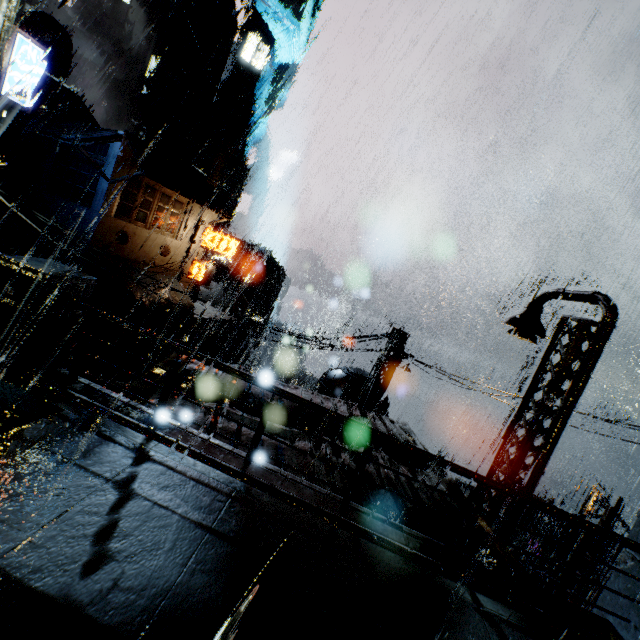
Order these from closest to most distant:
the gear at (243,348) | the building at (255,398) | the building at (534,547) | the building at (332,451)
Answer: the building at (332,451) → the building at (255,398) → the building at (534,547) → the gear at (243,348)

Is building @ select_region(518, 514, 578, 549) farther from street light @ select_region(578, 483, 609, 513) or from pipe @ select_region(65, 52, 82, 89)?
pipe @ select_region(65, 52, 82, 89)

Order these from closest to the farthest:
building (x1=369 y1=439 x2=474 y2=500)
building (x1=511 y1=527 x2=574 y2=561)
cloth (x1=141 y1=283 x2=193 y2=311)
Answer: building (x1=369 y1=439 x2=474 y2=500) < building (x1=511 y1=527 x2=574 y2=561) < cloth (x1=141 y1=283 x2=193 y2=311)

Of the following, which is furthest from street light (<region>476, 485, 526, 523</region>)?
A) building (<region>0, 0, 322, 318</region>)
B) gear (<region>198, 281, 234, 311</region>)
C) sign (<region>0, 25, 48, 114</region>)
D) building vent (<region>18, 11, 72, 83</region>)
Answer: building vent (<region>18, 11, 72, 83</region>)

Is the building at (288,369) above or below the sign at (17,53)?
below

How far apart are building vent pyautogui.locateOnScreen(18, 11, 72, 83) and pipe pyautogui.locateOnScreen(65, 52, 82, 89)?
17.93m

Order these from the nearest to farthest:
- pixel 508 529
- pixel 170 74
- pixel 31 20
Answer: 1. pixel 508 529
2. pixel 31 20
3. pixel 170 74

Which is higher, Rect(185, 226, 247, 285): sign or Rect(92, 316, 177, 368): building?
Rect(185, 226, 247, 285): sign
